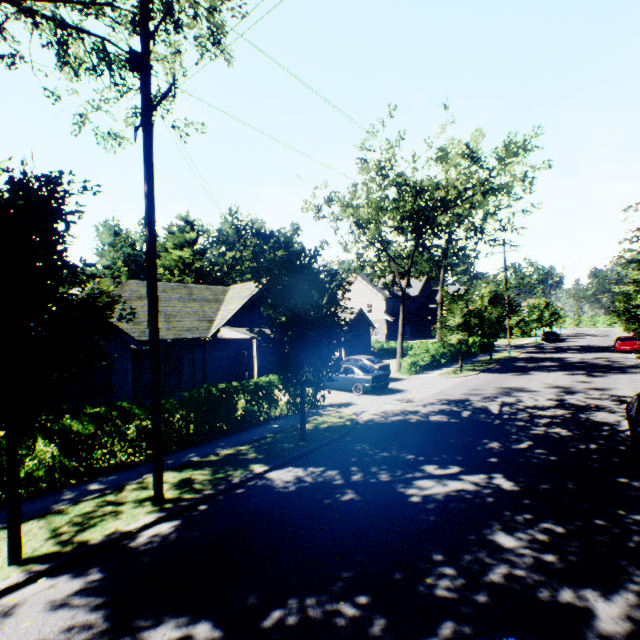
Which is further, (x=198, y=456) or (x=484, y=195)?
(x=484, y=195)

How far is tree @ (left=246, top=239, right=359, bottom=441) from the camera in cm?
953

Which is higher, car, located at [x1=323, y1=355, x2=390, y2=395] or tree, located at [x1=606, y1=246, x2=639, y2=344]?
tree, located at [x1=606, y1=246, x2=639, y2=344]

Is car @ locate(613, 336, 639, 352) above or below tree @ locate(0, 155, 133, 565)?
below

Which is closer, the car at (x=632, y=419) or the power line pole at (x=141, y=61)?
the power line pole at (x=141, y=61)

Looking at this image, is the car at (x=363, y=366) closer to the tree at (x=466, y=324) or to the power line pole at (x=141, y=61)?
the tree at (x=466, y=324)

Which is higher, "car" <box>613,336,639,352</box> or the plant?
the plant

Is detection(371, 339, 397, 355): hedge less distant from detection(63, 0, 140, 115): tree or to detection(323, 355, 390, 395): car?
detection(63, 0, 140, 115): tree
